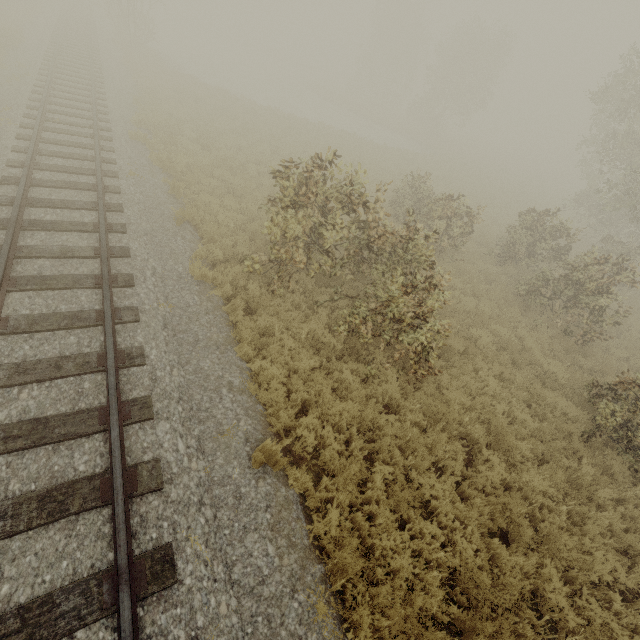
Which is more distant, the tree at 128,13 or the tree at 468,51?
the tree at 468,51

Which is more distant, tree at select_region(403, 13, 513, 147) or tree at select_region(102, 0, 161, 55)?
tree at select_region(403, 13, 513, 147)

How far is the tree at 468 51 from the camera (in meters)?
33.09

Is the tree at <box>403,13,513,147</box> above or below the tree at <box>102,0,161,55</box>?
above

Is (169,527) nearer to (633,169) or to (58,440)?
(58,440)

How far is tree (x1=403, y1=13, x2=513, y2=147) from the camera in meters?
Result: 33.1
